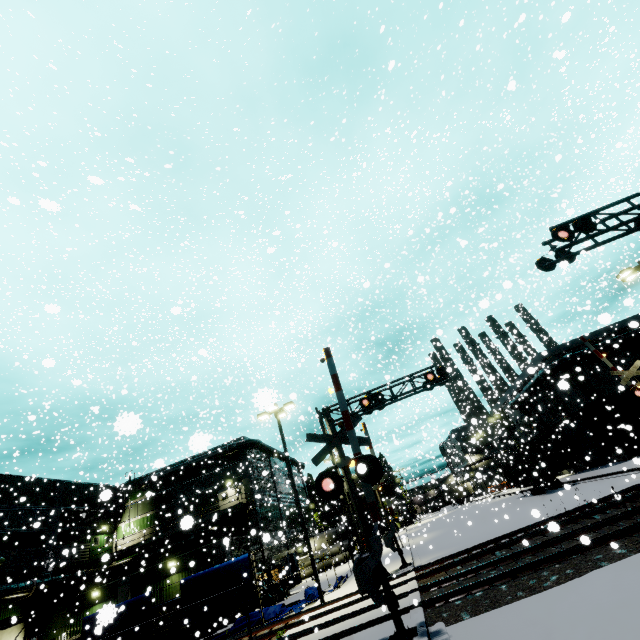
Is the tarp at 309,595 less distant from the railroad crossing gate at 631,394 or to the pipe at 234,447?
the pipe at 234,447

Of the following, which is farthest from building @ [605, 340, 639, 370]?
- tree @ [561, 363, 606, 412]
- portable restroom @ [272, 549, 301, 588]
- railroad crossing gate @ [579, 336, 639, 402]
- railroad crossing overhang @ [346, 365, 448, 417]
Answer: railroad crossing overhang @ [346, 365, 448, 417]

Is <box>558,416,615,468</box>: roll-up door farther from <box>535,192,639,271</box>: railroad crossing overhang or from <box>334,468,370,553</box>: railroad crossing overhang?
<box>334,468,370,553</box>: railroad crossing overhang

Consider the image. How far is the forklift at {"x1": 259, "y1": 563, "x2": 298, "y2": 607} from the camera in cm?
2311

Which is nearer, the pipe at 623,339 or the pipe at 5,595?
the pipe at 5,595

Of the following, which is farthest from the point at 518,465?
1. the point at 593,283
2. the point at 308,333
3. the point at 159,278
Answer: the point at 159,278

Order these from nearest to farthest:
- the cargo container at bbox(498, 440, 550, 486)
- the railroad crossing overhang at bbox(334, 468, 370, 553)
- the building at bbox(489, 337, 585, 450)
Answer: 1. the railroad crossing overhang at bbox(334, 468, 370, 553)
2. the cargo container at bbox(498, 440, 550, 486)
3. the building at bbox(489, 337, 585, 450)

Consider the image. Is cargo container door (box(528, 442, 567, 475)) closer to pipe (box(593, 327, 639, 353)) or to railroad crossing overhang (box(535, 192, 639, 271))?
pipe (box(593, 327, 639, 353))
